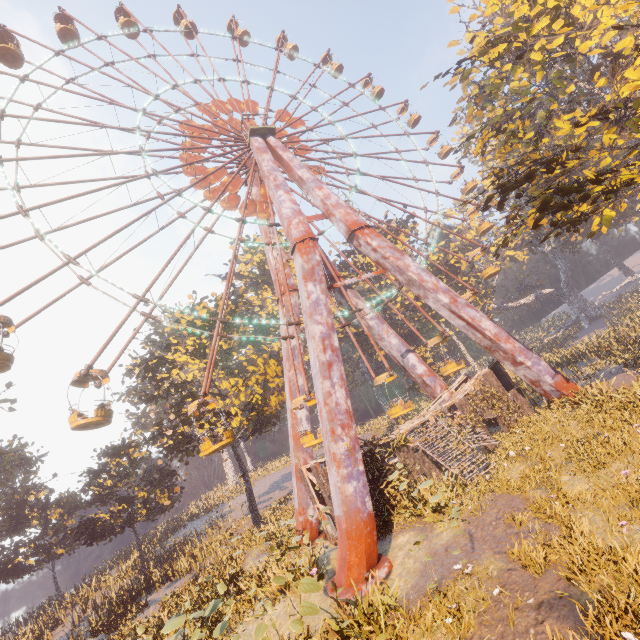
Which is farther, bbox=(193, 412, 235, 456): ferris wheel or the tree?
bbox=(193, 412, 235, 456): ferris wheel

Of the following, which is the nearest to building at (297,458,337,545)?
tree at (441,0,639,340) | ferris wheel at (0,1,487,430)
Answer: ferris wheel at (0,1,487,430)

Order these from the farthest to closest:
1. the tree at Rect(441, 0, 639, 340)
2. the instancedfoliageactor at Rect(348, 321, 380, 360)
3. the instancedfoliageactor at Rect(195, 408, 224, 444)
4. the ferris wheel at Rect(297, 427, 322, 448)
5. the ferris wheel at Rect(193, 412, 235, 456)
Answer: the instancedfoliageactor at Rect(348, 321, 380, 360), the instancedfoliageactor at Rect(195, 408, 224, 444), the ferris wheel at Rect(297, 427, 322, 448), the ferris wheel at Rect(193, 412, 235, 456), the tree at Rect(441, 0, 639, 340)

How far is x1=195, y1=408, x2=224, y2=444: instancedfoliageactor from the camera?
22.2 meters

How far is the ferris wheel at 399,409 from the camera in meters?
19.0 m

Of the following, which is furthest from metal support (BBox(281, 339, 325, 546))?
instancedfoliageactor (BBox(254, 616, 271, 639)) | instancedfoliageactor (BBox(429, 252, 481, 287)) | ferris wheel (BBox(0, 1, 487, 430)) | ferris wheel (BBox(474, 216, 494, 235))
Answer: instancedfoliageactor (BBox(429, 252, 481, 287))

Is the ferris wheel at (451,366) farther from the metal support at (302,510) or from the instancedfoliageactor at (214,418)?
the instancedfoliageactor at (214,418)

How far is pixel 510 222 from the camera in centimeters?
1723cm
